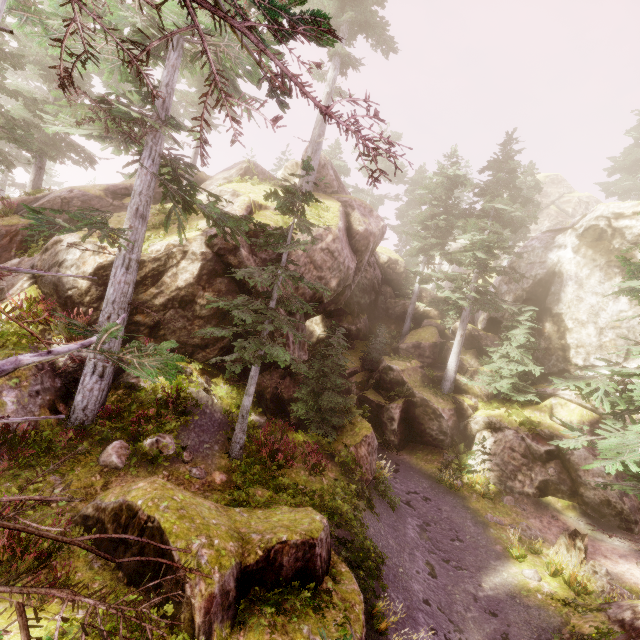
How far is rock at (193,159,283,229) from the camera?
14.1m

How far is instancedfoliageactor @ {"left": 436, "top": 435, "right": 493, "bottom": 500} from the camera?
16.5 meters

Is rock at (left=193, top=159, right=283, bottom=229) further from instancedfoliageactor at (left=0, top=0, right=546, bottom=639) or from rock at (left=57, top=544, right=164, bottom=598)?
rock at (left=57, top=544, right=164, bottom=598)

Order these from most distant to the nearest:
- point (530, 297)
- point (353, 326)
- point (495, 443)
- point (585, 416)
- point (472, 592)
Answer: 1. point (353, 326)
2. point (530, 297)
3. point (495, 443)
4. point (585, 416)
5. point (472, 592)

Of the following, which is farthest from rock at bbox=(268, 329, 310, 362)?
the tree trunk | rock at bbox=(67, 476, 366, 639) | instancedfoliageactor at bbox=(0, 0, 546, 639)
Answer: the tree trunk

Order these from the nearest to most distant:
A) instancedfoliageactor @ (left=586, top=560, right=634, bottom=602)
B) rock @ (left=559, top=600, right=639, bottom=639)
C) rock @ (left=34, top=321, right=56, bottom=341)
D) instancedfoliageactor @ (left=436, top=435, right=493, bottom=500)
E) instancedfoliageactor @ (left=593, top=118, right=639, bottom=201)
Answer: rock @ (left=559, top=600, right=639, bottom=639) → instancedfoliageactor @ (left=586, top=560, right=634, bottom=602) → rock @ (left=34, top=321, right=56, bottom=341) → instancedfoliageactor @ (left=436, top=435, right=493, bottom=500) → instancedfoliageactor @ (left=593, top=118, right=639, bottom=201)

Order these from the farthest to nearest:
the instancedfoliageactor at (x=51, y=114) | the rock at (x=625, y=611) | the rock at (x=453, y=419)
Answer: the rock at (x=453, y=419) < the rock at (x=625, y=611) < the instancedfoliageactor at (x=51, y=114)

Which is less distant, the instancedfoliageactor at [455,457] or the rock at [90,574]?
the rock at [90,574]
